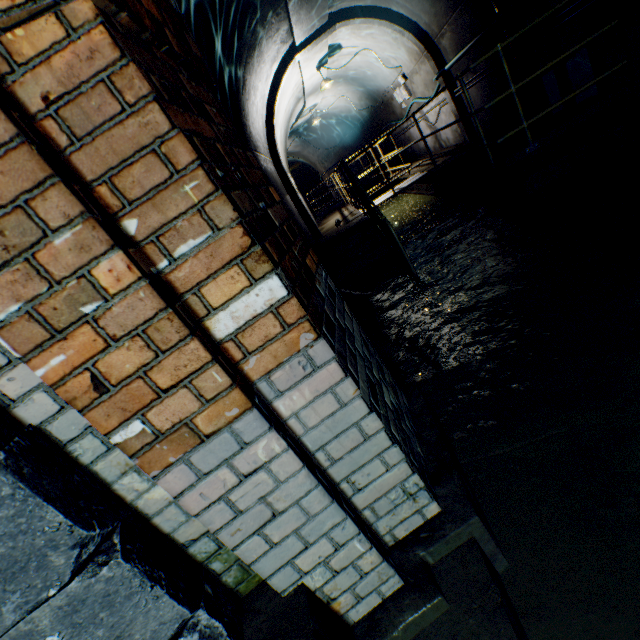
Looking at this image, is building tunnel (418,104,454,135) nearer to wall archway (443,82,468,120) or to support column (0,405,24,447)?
wall archway (443,82,468,120)

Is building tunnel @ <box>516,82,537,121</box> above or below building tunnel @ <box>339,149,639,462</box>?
above

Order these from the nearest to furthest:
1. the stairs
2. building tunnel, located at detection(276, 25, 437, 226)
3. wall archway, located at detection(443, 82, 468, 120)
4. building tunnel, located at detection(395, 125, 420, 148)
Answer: the stairs < wall archway, located at detection(443, 82, 468, 120) < building tunnel, located at detection(276, 25, 437, 226) < building tunnel, located at detection(395, 125, 420, 148)

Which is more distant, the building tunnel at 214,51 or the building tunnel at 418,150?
the building tunnel at 418,150

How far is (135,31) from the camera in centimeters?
96cm

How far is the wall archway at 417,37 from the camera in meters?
6.8 m

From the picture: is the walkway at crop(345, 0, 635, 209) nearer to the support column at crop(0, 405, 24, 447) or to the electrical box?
the electrical box
